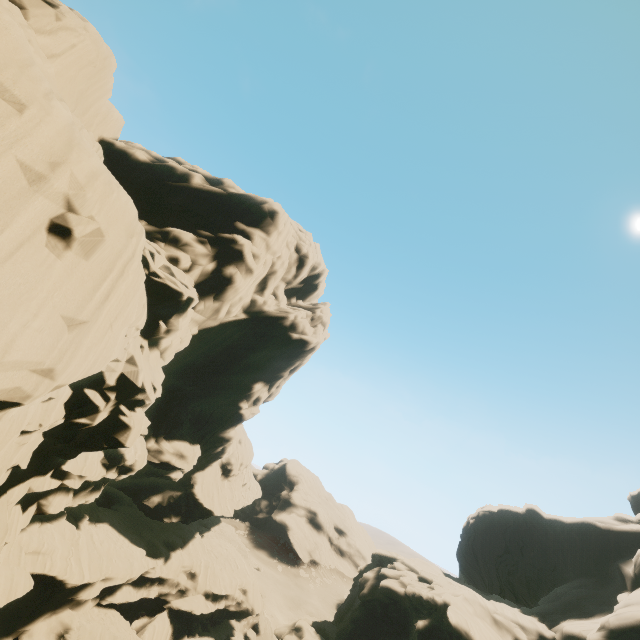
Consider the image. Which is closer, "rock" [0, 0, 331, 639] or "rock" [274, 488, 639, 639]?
"rock" [0, 0, 331, 639]

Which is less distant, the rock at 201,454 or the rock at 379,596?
the rock at 201,454

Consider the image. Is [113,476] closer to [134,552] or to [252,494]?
[134,552]
